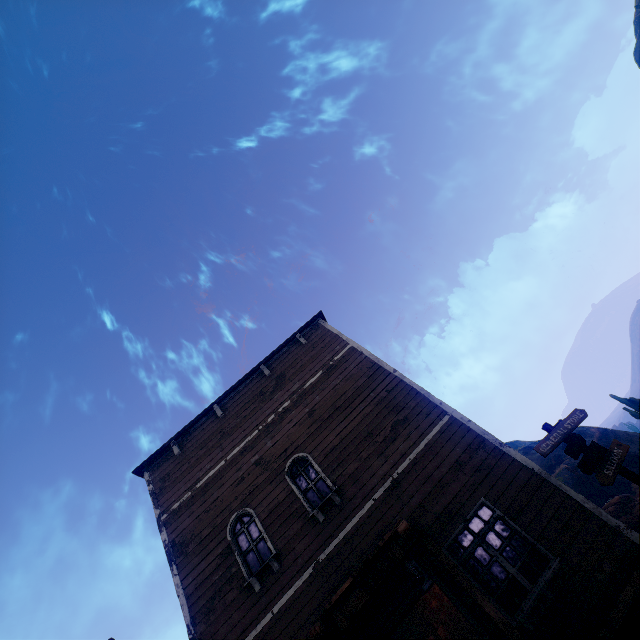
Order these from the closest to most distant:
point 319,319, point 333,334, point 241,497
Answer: point 241,497 < point 333,334 < point 319,319

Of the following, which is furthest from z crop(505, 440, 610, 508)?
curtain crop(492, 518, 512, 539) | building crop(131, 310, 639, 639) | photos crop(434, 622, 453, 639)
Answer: photos crop(434, 622, 453, 639)

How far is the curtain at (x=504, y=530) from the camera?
6.6 meters

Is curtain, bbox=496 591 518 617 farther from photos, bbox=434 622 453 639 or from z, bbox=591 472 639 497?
photos, bbox=434 622 453 639

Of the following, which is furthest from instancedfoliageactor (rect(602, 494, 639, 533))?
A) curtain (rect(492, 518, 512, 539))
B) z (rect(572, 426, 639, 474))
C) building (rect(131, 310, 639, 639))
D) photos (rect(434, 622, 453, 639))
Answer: photos (rect(434, 622, 453, 639))

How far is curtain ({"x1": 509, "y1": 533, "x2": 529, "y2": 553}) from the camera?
6.4m

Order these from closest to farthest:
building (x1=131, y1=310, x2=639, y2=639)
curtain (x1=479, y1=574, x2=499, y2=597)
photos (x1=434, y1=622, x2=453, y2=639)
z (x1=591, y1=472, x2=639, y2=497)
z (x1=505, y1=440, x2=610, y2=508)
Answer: building (x1=131, y1=310, x2=639, y2=639) → curtain (x1=479, y1=574, x2=499, y2=597) → photos (x1=434, y1=622, x2=453, y2=639) → z (x1=591, y1=472, x2=639, y2=497) → z (x1=505, y1=440, x2=610, y2=508)
